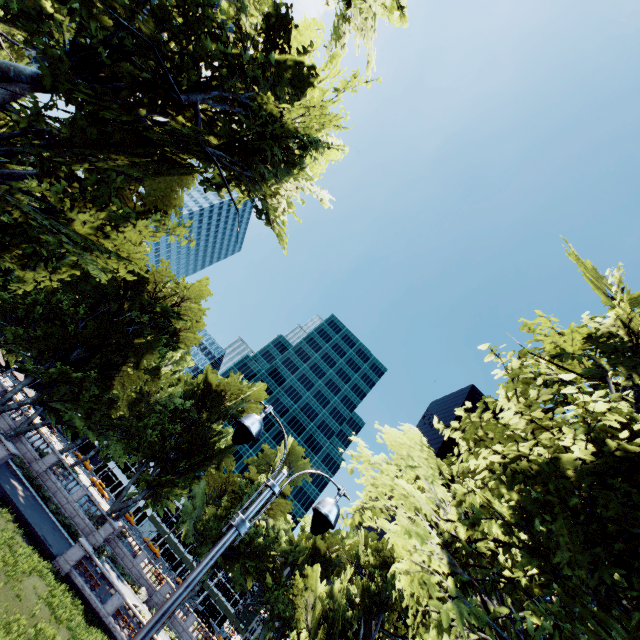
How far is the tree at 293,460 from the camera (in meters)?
43.20

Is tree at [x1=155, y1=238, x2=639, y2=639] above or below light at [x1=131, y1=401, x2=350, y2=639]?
above

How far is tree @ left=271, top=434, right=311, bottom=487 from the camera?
43.20m

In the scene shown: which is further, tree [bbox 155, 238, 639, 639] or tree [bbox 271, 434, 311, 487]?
tree [bbox 271, 434, 311, 487]

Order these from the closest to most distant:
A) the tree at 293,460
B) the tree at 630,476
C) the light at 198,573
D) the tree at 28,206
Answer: the light at 198,573, the tree at 630,476, the tree at 28,206, the tree at 293,460

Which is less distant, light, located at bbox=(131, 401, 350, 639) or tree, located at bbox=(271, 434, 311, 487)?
light, located at bbox=(131, 401, 350, 639)

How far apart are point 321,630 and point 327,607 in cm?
411
